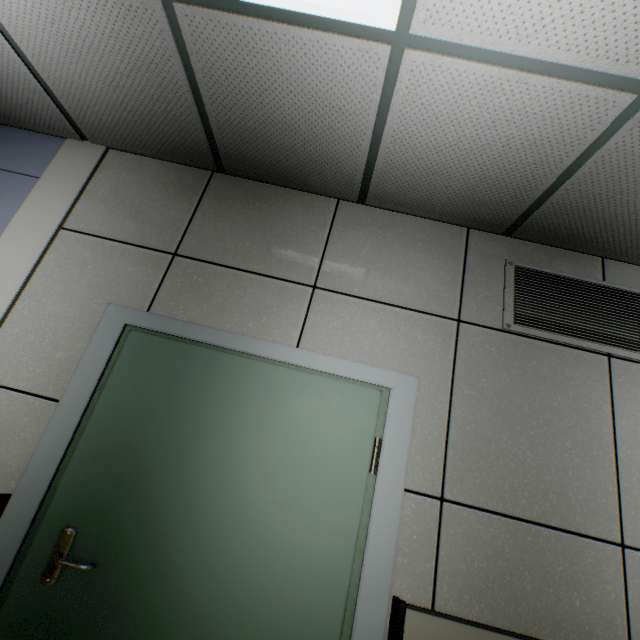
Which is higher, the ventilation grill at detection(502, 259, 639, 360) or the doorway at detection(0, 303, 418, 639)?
the ventilation grill at detection(502, 259, 639, 360)

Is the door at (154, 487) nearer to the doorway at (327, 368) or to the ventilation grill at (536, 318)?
the doorway at (327, 368)

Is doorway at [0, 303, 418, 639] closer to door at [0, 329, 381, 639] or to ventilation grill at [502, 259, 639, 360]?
door at [0, 329, 381, 639]

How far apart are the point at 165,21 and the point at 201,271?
1.2 meters

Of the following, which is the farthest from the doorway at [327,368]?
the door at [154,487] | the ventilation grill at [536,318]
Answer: the ventilation grill at [536,318]

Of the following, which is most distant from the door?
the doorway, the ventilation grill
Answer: the ventilation grill
